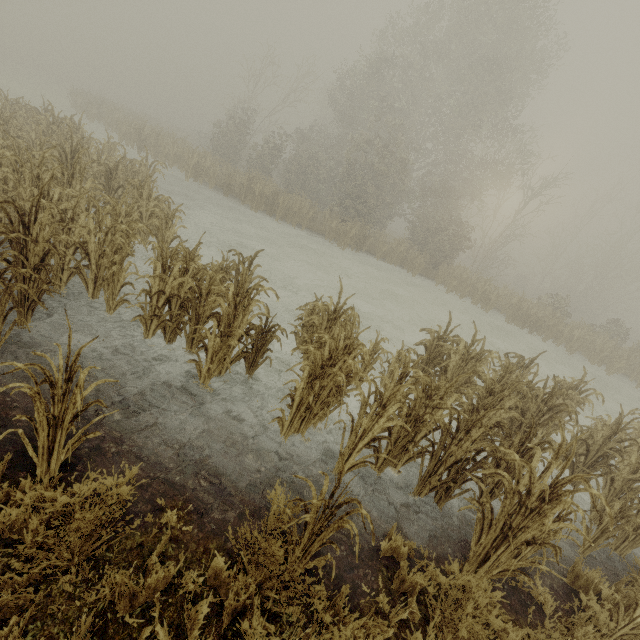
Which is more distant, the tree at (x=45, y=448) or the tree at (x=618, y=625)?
the tree at (x=618, y=625)

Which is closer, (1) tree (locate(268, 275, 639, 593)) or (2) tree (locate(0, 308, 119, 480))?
(2) tree (locate(0, 308, 119, 480))

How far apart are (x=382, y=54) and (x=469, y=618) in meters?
30.3 m
